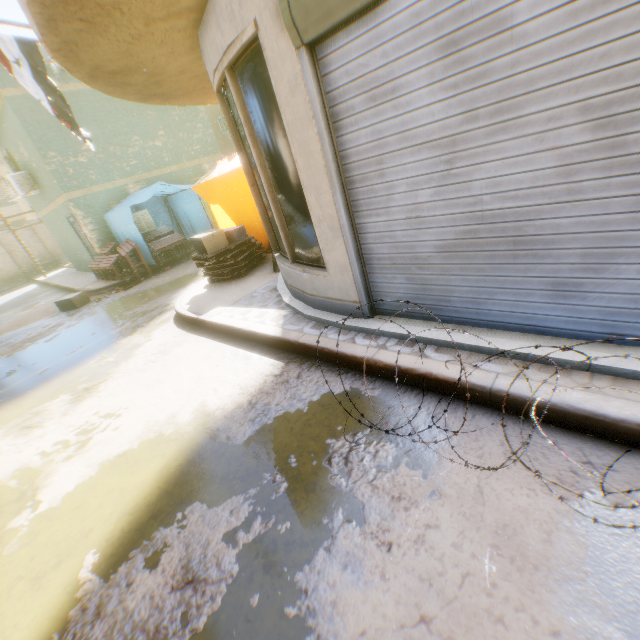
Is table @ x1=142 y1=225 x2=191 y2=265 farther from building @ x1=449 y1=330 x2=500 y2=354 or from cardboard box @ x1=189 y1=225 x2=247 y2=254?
cardboard box @ x1=189 y1=225 x2=247 y2=254

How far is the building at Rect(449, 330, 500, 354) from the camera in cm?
276

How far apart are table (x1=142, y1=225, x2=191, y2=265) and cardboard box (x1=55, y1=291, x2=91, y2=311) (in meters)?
2.33

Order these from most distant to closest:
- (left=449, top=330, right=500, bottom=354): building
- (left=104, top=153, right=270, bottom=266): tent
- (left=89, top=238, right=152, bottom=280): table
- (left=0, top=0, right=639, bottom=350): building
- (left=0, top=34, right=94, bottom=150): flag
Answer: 1. (left=89, top=238, right=152, bottom=280): table
2. (left=104, top=153, right=270, bottom=266): tent
3. (left=0, top=34, right=94, bottom=150): flag
4. (left=449, top=330, right=500, bottom=354): building
5. (left=0, top=0, right=639, bottom=350): building

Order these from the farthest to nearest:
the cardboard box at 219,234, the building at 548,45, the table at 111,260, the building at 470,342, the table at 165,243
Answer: the table at 165,243
the table at 111,260
the cardboard box at 219,234
the building at 470,342
the building at 548,45

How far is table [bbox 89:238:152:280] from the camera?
10.78m

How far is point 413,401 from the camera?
2.84m

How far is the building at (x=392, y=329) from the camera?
3.3 meters
